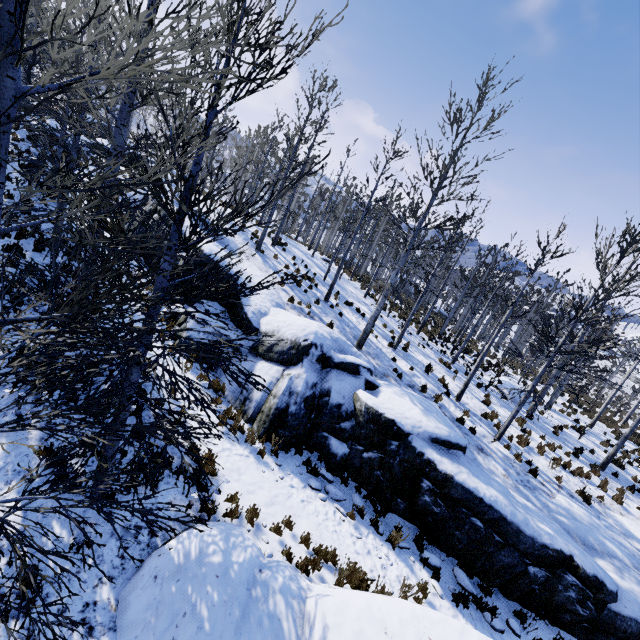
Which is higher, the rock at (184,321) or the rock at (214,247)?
the rock at (214,247)

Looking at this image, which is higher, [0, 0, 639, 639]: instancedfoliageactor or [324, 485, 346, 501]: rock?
[0, 0, 639, 639]: instancedfoliageactor

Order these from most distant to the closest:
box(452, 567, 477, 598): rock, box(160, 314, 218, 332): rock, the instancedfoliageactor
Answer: box(160, 314, 218, 332): rock → box(452, 567, 477, 598): rock → the instancedfoliageactor

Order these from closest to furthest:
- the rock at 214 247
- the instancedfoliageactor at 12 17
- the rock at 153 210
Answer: the instancedfoliageactor at 12 17 < the rock at 214 247 < the rock at 153 210

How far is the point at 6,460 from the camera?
5.63m

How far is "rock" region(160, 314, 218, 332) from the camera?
11.12m
